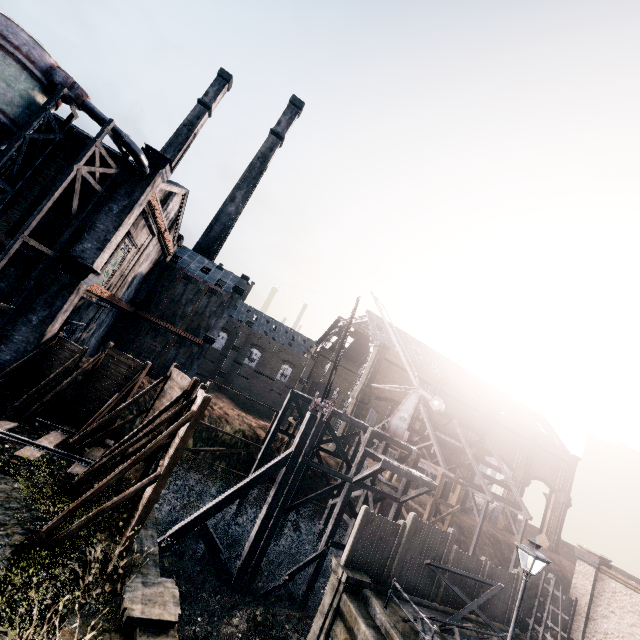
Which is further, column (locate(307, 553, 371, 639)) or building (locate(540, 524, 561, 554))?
building (locate(540, 524, 561, 554))

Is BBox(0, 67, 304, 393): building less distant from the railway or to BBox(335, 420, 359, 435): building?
the railway

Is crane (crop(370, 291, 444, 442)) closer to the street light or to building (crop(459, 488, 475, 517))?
the street light

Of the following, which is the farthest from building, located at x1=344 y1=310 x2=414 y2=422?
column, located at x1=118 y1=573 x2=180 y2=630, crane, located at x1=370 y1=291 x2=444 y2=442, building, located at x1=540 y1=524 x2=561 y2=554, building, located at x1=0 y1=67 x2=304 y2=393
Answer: column, located at x1=118 y1=573 x2=180 y2=630

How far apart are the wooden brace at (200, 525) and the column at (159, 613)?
9.8 meters

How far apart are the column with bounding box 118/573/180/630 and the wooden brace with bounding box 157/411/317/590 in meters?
9.8 m

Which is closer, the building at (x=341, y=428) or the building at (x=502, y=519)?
the building at (x=341, y=428)

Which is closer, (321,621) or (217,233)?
(321,621)
